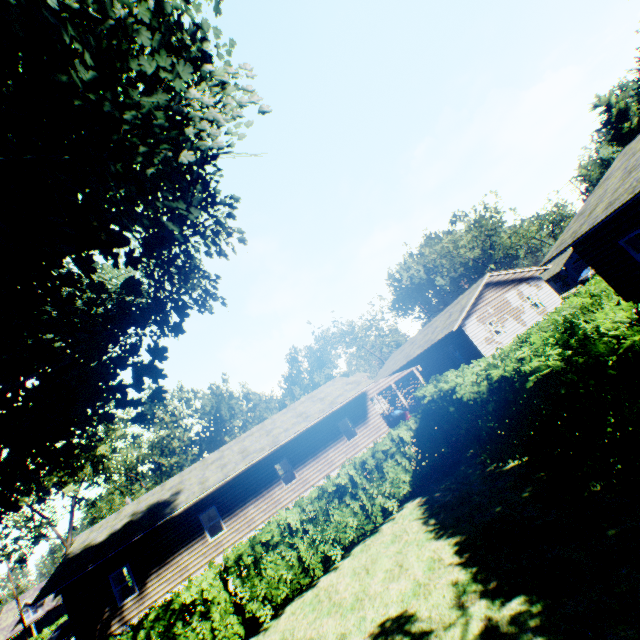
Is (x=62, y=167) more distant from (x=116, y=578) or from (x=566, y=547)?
(x=116, y=578)

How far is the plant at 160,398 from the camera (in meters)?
11.88

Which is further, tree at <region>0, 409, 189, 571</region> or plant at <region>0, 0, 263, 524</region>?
tree at <region>0, 409, 189, 571</region>

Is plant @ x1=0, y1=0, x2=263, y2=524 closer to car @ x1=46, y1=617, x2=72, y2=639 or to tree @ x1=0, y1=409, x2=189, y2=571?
tree @ x1=0, y1=409, x2=189, y2=571

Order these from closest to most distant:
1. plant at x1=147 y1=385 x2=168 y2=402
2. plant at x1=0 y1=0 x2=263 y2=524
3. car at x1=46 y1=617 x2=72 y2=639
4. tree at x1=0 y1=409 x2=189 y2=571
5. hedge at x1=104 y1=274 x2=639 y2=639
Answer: hedge at x1=104 y1=274 x2=639 y2=639, plant at x1=0 y1=0 x2=263 y2=524, plant at x1=147 y1=385 x2=168 y2=402, tree at x1=0 y1=409 x2=189 y2=571, car at x1=46 y1=617 x2=72 y2=639

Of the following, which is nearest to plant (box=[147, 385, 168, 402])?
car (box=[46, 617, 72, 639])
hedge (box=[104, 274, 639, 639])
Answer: hedge (box=[104, 274, 639, 639])

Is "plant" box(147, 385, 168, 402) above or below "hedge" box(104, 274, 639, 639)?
above

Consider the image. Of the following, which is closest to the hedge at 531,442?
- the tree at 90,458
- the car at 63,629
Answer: the tree at 90,458
